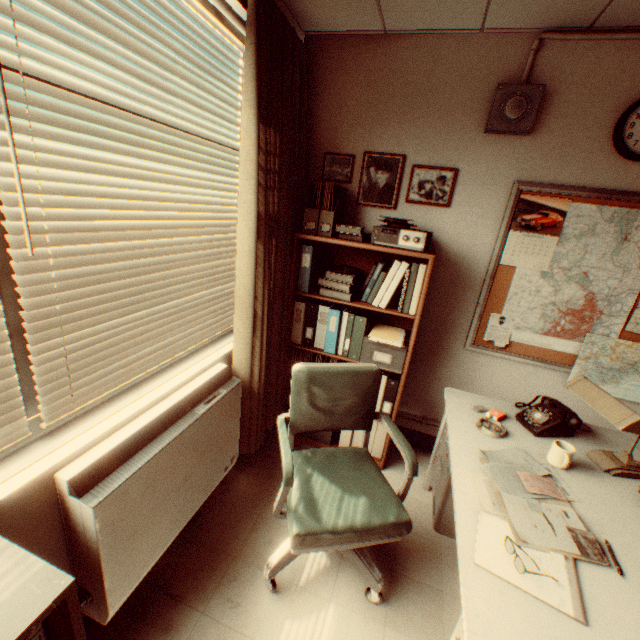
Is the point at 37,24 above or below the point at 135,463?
above

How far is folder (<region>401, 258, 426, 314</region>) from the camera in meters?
2.4 m

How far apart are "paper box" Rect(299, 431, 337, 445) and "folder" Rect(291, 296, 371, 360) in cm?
70

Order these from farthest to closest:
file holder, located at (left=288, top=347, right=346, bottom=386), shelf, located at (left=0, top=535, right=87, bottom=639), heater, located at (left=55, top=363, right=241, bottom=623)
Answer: file holder, located at (left=288, top=347, right=346, bottom=386)
heater, located at (left=55, top=363, right=241, bottom=623)
shelf, located at (left=0, top=535, right=87, bottom=639)

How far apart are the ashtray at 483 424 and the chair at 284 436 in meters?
0.5 m

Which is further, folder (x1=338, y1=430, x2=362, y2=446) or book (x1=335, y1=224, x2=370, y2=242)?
folder (x1=338, y1=430, x2=362, y2=446)

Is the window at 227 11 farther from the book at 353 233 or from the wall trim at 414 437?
the wall trim at 414 437

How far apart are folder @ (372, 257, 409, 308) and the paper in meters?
1.2 m
